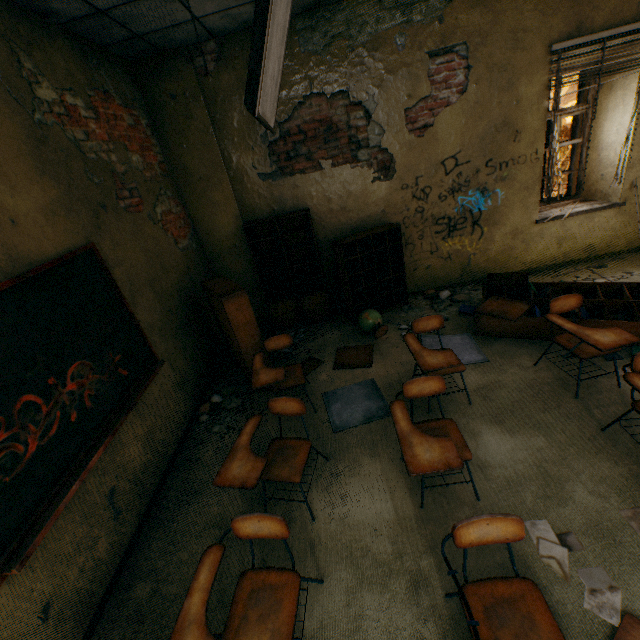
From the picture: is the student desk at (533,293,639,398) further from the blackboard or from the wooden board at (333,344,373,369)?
the blackboard

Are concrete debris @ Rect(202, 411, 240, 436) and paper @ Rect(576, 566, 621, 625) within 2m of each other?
no

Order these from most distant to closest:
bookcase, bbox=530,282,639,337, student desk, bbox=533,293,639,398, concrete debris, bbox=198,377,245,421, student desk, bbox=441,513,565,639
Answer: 1. concrete debris, bbox=198,377,245,421
2. bookcase, bbox=530,282,639,337
3. student desk, bbox=533,293,639,398
4. student desk, bbox=441,513,565,639

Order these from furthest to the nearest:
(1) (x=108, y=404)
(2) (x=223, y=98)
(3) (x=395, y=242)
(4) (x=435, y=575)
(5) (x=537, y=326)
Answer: (3) (x=395, y=242)
(2) (x=223, y=98)
(5) (x=537, y=326)
(1) (x=108, y=404)
(4) (x=435, y=575)

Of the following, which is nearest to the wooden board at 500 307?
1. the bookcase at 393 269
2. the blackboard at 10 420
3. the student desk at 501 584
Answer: the bookcase at 393 269

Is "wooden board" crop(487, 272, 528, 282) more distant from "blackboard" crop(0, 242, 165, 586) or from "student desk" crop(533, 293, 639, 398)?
"blackboard" crop(0, 242, 165, 586)

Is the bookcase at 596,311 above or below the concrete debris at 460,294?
above

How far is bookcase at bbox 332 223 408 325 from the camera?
4.7m
